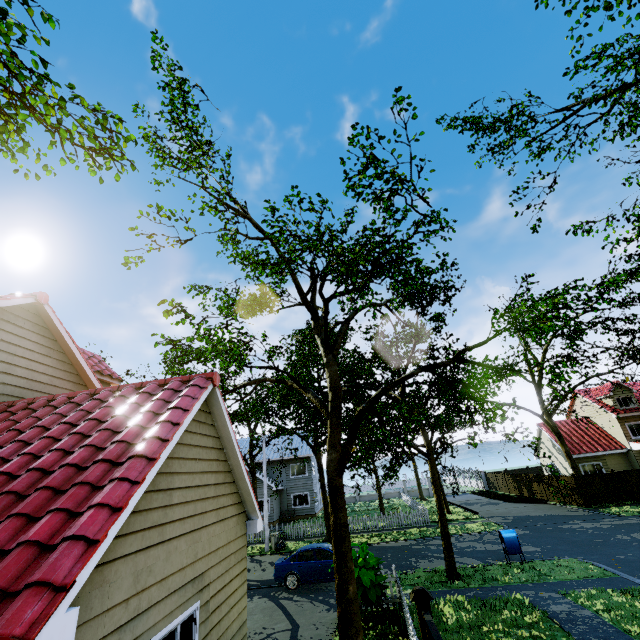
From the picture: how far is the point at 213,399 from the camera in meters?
7.4

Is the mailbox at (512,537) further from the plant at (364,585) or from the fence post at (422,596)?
the fence post at (422,596)

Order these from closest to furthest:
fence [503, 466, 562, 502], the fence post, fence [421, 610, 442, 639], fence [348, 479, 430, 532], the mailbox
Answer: fence [421, 610, 442, 639] → the fence post → the mailbox → fence [348, 479, 430, 532] → fence [503, 466, 562, 502]

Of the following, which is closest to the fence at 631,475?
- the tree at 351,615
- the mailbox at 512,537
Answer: the tree at 351,615

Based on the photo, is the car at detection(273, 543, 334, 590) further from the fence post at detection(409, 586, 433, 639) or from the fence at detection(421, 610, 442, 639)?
the fence post at detection(409, 586, 433, 639)

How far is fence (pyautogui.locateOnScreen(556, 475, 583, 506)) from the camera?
25.2m

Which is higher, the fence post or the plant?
the fence post

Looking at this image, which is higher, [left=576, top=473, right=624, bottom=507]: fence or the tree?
the tree
